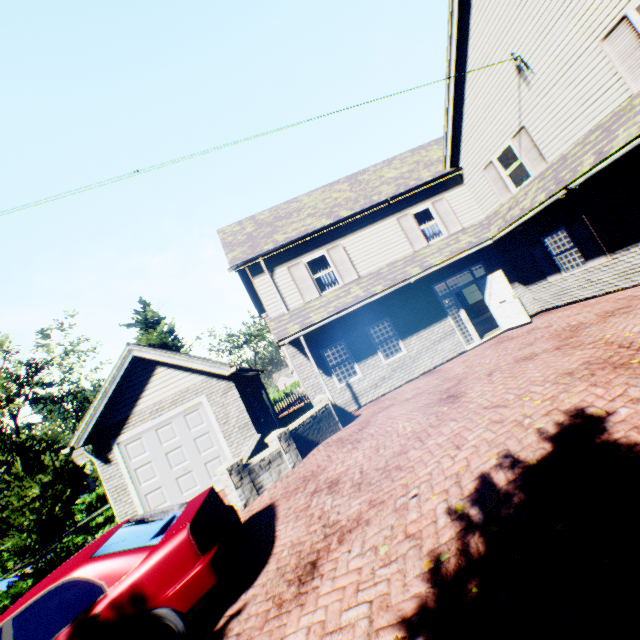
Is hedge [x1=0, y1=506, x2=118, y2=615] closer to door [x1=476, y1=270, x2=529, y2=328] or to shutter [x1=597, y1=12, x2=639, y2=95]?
door [x1=476, y1=270, x2=529, y2=328]

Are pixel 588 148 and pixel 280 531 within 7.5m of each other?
no

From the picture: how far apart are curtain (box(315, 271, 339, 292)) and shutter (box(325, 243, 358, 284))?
0.4m

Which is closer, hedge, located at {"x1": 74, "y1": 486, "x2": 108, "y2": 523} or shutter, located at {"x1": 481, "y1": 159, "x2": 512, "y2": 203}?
shutter, located at {"x1": 481, "y1": 159, "x2": 512, "y2": 203}

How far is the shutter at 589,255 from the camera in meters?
10.0

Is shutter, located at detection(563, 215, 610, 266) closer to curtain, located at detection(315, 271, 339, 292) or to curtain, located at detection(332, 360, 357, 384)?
curtain, located at detection(332, 360, 357, 384)

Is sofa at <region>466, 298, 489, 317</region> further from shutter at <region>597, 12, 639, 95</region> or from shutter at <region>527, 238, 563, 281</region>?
shutter at <region>597, 12, 639, 95</region>

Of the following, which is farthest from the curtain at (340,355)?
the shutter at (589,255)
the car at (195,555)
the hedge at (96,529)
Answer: the hedge at (96,529)
